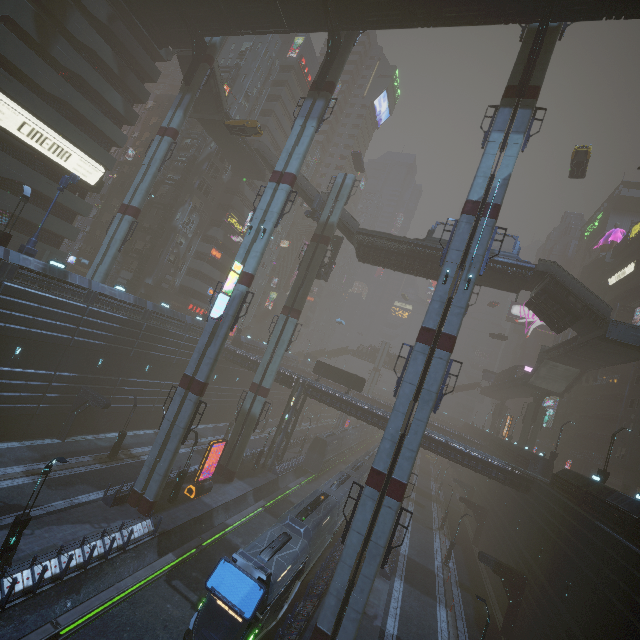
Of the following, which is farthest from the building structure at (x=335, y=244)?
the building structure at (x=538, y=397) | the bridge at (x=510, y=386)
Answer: the building structure at (x=538, y=397)

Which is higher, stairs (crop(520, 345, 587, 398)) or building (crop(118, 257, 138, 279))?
stairs (crop(520, 345, 587, 398))

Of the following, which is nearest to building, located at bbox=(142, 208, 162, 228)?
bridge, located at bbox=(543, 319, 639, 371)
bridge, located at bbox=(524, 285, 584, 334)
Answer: bridge, located at bbox=(543, 319, 639, 371)

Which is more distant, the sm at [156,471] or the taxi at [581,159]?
the taxi at [581,159]

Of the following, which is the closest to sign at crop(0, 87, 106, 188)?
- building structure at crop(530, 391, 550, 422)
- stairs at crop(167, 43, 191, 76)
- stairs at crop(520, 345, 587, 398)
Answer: stairs at crop(167, 43, 191, 76)

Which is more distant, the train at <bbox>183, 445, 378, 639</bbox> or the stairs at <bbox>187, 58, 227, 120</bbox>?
the stairs at <bbox>187, 58, 227, 120</bbox>

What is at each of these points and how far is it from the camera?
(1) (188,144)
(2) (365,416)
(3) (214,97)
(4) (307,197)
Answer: (1) building, 49.62m
(2) building, 37.22m
(3) stairs, 38.16m
(4) stairs, 40.16m

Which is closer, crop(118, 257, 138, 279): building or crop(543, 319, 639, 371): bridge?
crop(543, 319, 639, 371): bridge
